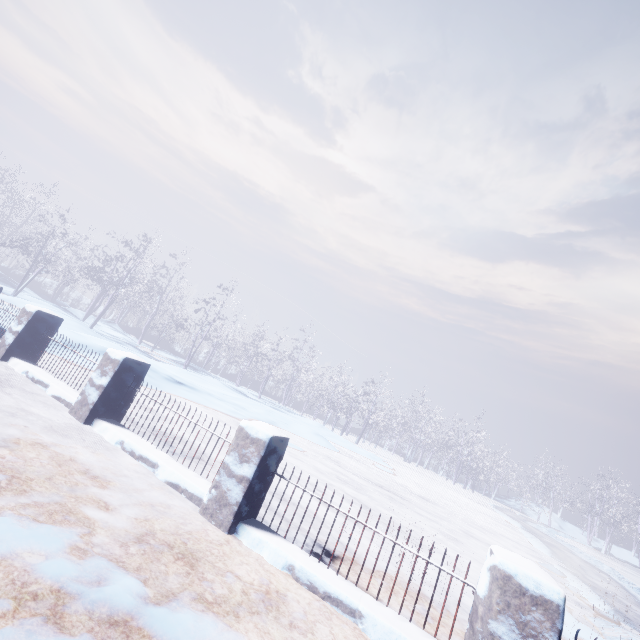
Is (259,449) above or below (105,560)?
above
